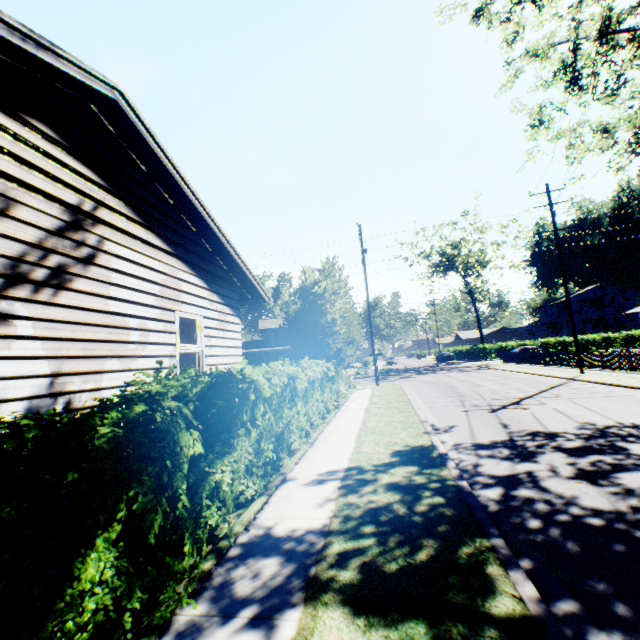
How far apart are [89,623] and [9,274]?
3.6m

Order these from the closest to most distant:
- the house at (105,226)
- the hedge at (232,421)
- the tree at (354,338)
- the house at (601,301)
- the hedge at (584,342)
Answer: the hedge at (232,421) < the house at (105,226) < the tree at (354,338) < the hedge at (584,342) < the house at (601,301)

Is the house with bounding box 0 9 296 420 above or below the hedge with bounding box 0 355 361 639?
above

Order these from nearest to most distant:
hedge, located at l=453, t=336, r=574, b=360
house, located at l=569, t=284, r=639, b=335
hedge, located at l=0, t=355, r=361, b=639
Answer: hedge, located at l=0, t=355, r=361, b=639
hedge, located at l=453, t=336, r=574, b=360
house, located at l=569, t=284, r=639, b=335

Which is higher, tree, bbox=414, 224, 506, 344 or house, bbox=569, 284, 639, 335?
tree, bbox=414, 224, 506, 344

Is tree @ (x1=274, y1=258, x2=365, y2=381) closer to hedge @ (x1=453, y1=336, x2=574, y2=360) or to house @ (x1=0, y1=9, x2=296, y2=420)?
house @ (x1=0, y1=9, x2=296, y2=420)

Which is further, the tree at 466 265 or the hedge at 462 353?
the tree at 466 265

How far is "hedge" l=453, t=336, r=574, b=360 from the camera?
45.2m
